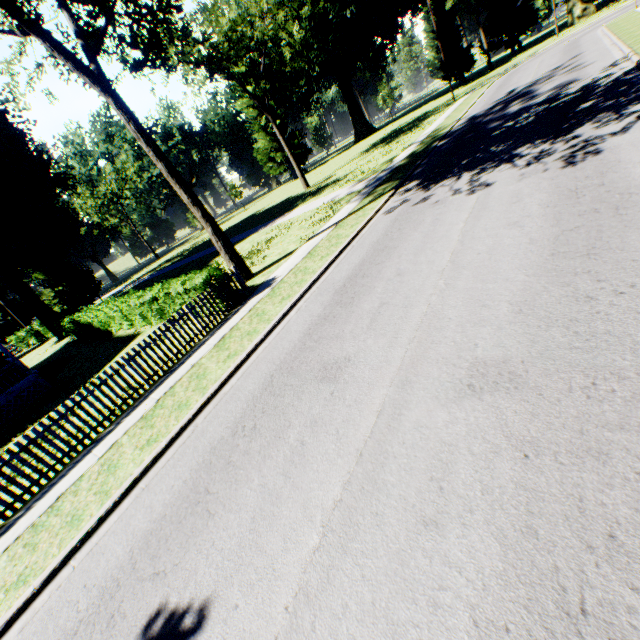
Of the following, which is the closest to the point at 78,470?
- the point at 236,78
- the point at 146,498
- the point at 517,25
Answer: the point at 146,498

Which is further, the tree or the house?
the house

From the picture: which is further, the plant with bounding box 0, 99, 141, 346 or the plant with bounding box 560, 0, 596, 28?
the plant with bounding box 560, 0, 596, 28

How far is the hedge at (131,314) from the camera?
11.73m

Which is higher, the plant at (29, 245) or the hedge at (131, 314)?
the plant at (29, 245)

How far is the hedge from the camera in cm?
1173

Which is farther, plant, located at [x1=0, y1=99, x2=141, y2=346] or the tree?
plant, located at [x1=0, y1=99, x2=141, y2=346]

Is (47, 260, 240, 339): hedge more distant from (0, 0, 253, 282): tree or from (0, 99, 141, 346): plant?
(0, 99, 141, 346): plant
